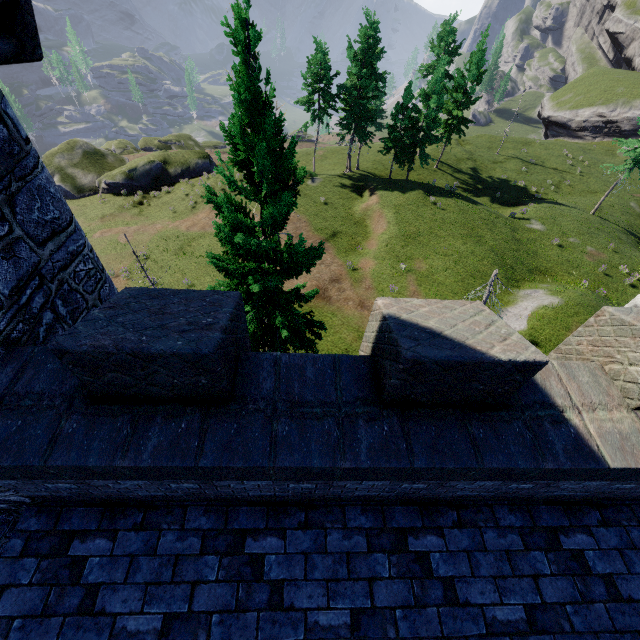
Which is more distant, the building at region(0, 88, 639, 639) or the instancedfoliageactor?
the instancedfoliageactor

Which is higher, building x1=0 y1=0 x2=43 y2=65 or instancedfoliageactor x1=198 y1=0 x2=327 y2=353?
building x1=0 y1=0 x2=43 y2=65

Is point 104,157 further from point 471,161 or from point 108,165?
point 471,161

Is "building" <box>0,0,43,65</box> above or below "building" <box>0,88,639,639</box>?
above

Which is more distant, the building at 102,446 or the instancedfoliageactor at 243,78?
the instancedfoliageactor at 243,78
